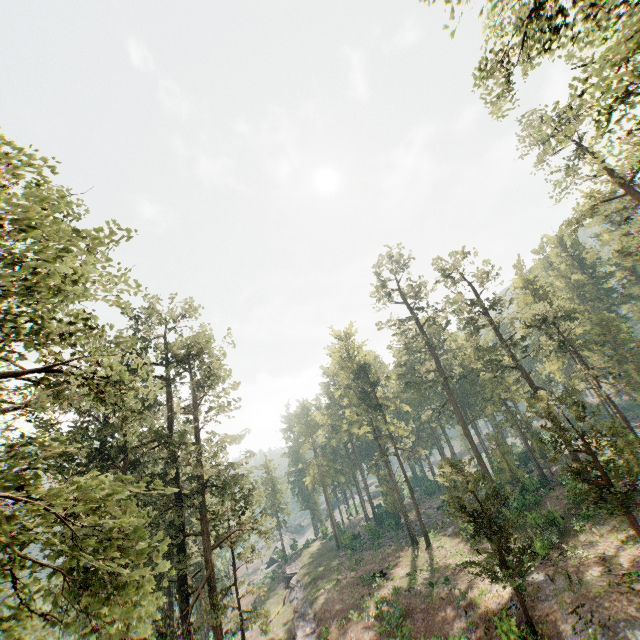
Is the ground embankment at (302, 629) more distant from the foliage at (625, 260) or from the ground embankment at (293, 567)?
the ground embankment at (293, 567)

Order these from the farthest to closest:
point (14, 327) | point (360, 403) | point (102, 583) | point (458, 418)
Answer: point (360, 403) → point (458, 418) → point (14, 327) → point (102, 583)

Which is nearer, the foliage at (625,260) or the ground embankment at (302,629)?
the foliage at (625,260)

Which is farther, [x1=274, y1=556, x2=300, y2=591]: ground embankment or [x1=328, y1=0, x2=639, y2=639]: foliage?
[x1=274, y1=556, x2=300, y2=591]: ground embankment

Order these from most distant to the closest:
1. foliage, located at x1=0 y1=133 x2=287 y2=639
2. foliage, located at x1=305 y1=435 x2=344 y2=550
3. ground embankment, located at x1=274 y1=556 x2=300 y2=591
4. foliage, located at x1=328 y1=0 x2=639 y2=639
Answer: foliage, located at x1=305 y1=435 x2=344 y2=550
ground embankment, located at x1=274 y1=556 x2=300 y2=591
foliage, located at x1=328 y1=0 x2=639 y2=639
foliage, located at x1=0 y1=133 x2=287 y2=639

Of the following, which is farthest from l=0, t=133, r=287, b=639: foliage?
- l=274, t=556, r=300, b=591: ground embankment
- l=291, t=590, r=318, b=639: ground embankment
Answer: l=274, t=556, r=300, b=591: ground embankment

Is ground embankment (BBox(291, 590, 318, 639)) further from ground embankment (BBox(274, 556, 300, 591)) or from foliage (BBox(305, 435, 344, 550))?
ground embankment (BBox(274, 556, 300, 591))
